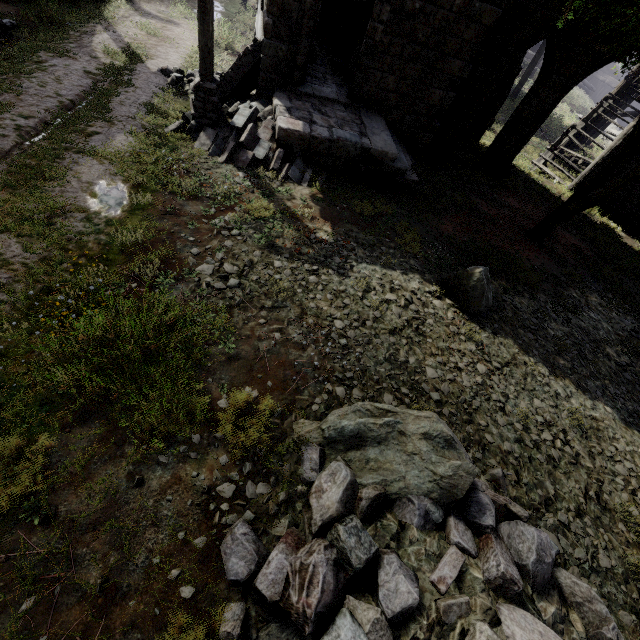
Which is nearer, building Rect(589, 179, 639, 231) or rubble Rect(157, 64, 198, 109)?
rubble Rect(157, 64, 198, 109)

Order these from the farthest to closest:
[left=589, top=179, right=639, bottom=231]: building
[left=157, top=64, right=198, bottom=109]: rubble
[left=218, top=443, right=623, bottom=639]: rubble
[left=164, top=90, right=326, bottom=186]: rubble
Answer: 1. [left=589, top=179, right=639, bottom=231]: building
2. [left=157, top=64, right=198, bottom=109]: rubble
3. [left=164, top=90, right=326, bottom=186]: rubble
4. [left=218, top=443, right=623, bottom=639]: rubble

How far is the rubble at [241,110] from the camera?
8.26m

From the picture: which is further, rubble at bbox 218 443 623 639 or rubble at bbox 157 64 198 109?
rubble at bbox 157 64 198 109

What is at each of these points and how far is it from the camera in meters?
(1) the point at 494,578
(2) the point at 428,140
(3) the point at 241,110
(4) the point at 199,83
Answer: (1) rubble, 3.3 m
(2) building, 11.3 m
(3) rubble, 8.6 m
(4) wooden lamp post, 7.9 m

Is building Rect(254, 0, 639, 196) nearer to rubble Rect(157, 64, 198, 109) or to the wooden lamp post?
rubble Rect(157, 64, 198, 109)
